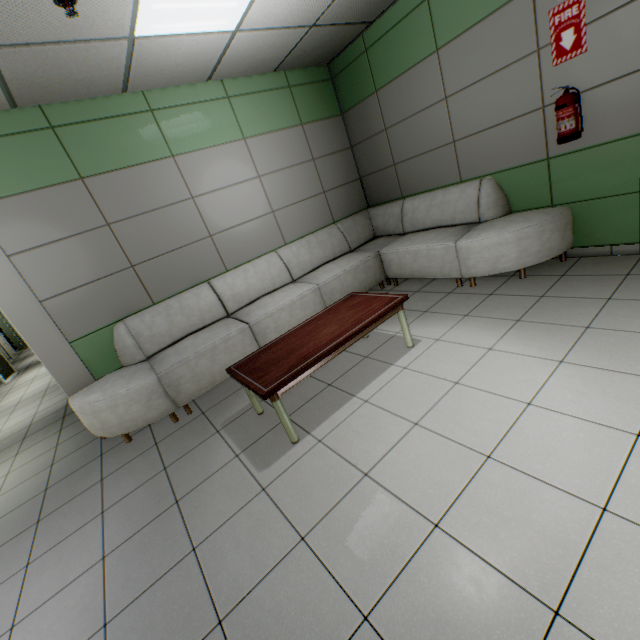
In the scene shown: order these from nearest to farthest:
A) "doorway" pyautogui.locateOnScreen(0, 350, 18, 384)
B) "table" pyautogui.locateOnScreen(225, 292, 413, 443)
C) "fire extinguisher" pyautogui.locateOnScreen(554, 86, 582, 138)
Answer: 1. "table" pyautogui.locateOnScreen(225, 292, 413, 443)
2. "fire extinguisher" pyautogui.locateOnScreen(554, 86, 582, 138)
3. "doorway" pyautogui.locateOnScreen(0, 350, 18, 384)

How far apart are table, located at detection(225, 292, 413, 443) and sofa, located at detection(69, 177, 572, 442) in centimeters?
68cm

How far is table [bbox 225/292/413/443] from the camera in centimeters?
236cm

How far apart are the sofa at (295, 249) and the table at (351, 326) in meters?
0.7 m

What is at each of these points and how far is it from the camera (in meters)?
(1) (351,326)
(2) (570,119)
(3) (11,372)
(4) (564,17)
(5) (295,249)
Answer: (1) table, 2.72
(2) fire extinguisher, 3.01
(3) doorway, 8.97
(4) sign, 2.85
(5) sofa, 4.72

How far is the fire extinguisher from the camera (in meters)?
2.95

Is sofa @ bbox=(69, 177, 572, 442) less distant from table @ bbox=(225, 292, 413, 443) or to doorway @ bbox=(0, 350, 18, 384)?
table @ bbox=(225, 292, 413, 443)

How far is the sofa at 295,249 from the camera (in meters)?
3.26
